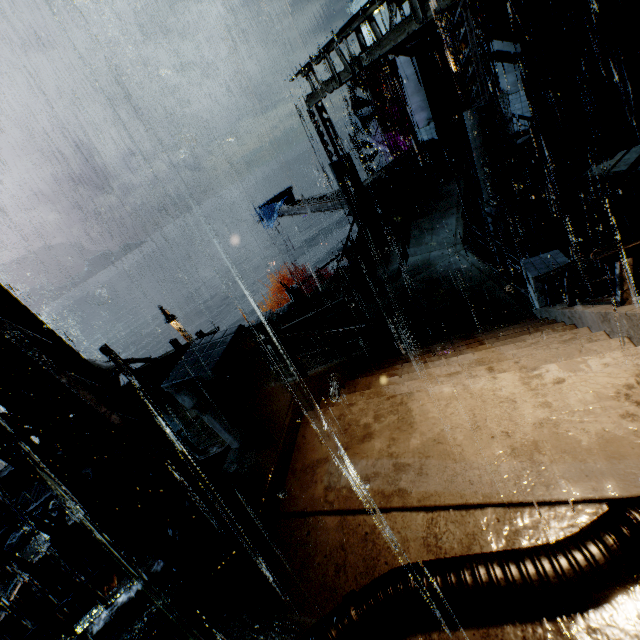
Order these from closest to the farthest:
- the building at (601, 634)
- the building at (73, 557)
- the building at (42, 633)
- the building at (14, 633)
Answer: the building at (601, 634)
the building at (14, 633)
the building at (42, 633)
the building at (73, 557)

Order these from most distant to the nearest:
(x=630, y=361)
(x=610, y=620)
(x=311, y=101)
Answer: (x=311, y=101) → (x=630, y=361) → (x=610, y=620)

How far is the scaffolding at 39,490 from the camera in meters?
5.4

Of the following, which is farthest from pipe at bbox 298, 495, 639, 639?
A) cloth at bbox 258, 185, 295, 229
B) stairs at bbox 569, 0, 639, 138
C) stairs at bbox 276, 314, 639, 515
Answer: cloth at bbox 258, 185, 295, 229

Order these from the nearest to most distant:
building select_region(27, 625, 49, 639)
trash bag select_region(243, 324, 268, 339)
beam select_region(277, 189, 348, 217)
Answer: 1. building select_region(27, 625, 49, 639)
2. trash bag select_region(243, 324, 268, 339)
3. beam select_region(277, 189, 348, 217)

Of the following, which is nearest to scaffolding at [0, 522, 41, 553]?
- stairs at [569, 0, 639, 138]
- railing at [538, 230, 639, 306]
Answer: railing at [538, 230, 639, 306]

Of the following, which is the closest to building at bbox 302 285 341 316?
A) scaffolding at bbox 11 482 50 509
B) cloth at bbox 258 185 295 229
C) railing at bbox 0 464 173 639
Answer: railing at bbox 0 464 173 639

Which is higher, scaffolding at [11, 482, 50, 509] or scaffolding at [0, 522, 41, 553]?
scaffolding at [11, 482, 50, 509]
